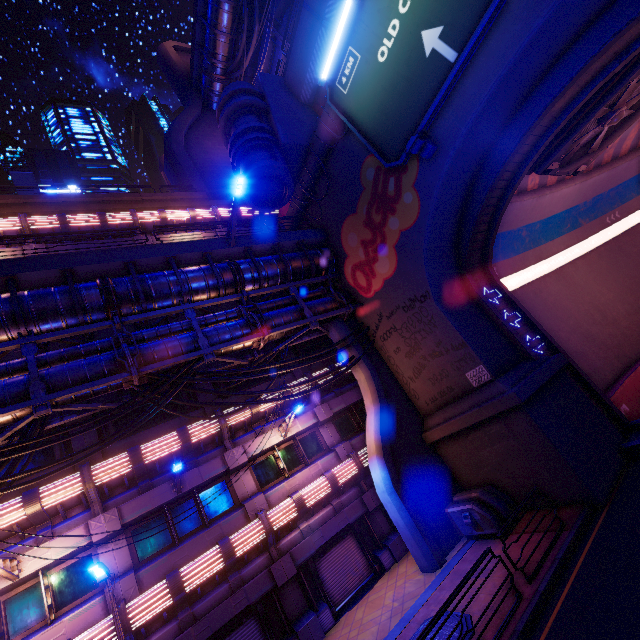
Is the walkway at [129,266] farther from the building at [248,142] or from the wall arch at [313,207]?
the building at [248,142]

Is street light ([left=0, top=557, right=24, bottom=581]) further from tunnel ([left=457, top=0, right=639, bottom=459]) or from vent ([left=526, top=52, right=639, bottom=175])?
vent ([left=526, top=52, right=639, bottom=175])

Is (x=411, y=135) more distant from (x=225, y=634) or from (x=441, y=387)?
(x=225, y=634)

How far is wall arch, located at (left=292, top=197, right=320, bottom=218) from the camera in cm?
1806

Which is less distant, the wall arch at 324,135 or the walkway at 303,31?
the wall arch at 324,135

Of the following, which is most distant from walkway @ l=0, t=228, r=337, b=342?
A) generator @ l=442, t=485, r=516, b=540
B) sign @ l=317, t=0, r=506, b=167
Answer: generator @ l=442, t=485, r=516, b=540

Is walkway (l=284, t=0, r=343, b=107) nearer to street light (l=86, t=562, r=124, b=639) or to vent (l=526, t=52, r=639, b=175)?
vent (l=526, t=52, r=639, b=175)

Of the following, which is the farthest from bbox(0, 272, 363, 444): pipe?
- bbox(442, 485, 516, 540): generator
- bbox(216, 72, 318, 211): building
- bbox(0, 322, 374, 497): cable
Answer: bbox(442, 485, 516, 540): generator
